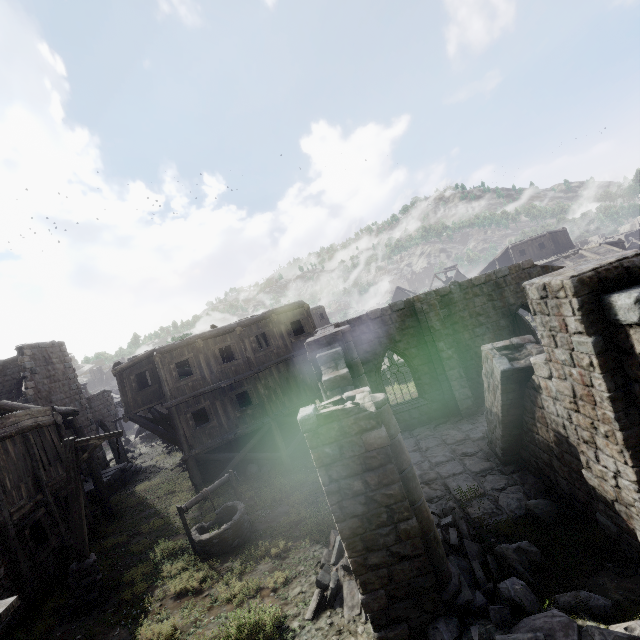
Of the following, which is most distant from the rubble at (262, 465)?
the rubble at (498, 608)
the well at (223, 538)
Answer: the rubble at (498, 608)

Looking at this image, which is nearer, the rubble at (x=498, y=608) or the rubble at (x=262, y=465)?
the rubble at (x=498, y=608)

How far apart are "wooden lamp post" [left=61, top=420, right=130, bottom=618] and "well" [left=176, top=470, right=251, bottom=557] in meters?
2.4

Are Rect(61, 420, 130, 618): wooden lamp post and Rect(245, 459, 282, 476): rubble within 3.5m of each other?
no

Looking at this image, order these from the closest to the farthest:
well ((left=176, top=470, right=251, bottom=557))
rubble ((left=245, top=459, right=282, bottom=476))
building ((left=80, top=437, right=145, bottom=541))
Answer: well ((left=176, top=470, right=251, bottom=557)) → building ((left=80, top=437, right=145, bottom=541)) → rubble ((left=245, top=459, right=282, bottom=476))

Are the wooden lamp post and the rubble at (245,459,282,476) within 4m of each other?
no

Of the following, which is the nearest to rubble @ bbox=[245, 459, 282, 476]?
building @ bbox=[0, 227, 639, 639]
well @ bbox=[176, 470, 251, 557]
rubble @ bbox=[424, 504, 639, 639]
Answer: building @ bbox=[0, 227, 639, 639]

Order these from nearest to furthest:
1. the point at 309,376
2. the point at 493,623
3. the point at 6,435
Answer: the point at 493,623, the point at 6,435, the point at 309,376
